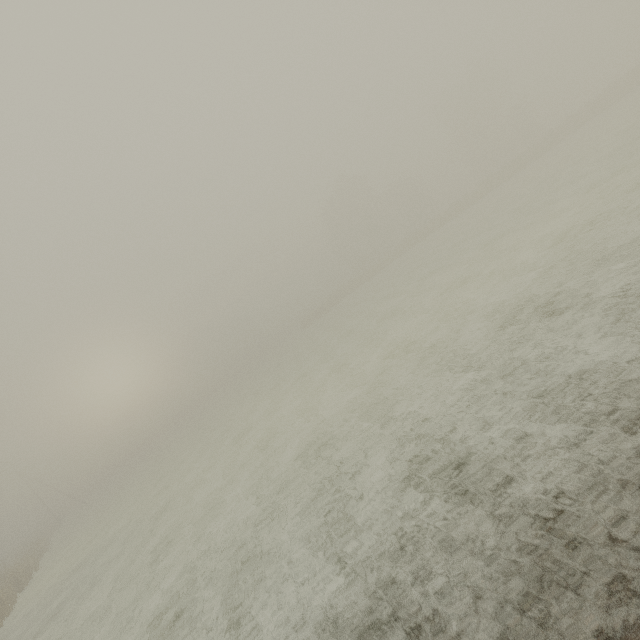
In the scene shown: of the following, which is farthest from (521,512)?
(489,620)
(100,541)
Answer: (100,541)
